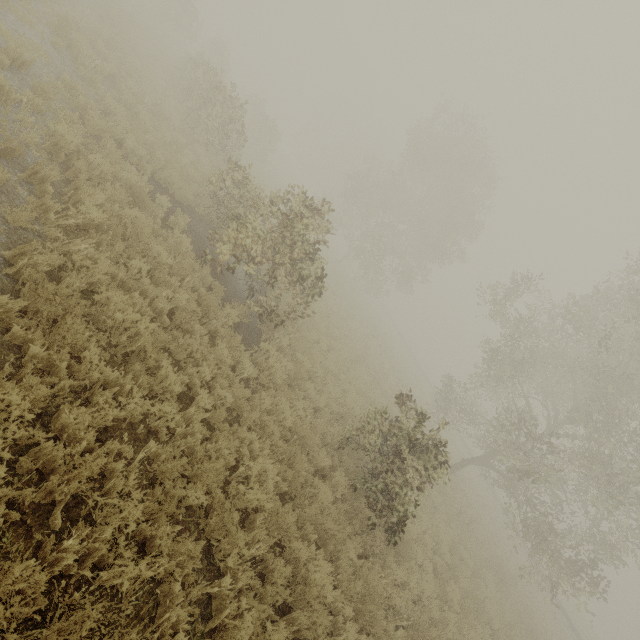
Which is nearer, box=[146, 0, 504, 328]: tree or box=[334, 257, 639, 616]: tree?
box=[334, 257, 639, 616]: tree

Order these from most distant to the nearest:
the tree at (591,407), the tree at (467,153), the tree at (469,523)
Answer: the tree at (469,523) < the tree at (467,153) < the tree at (591,407)

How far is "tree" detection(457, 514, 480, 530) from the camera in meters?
15.5 m

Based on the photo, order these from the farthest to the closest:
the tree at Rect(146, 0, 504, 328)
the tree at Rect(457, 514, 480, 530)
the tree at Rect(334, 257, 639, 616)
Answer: the tree at Rect(457, 514, 480, 530)
the tree at Rect(146, 0, 504, 328)
the tree at Rect(334, 257, 639, 616)

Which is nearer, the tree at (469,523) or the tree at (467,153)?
the tree at (467,153)

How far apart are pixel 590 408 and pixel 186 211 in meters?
20.6

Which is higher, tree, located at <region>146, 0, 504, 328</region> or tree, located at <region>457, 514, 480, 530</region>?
tree, located at <region>146, 0, 504, 328</region>
